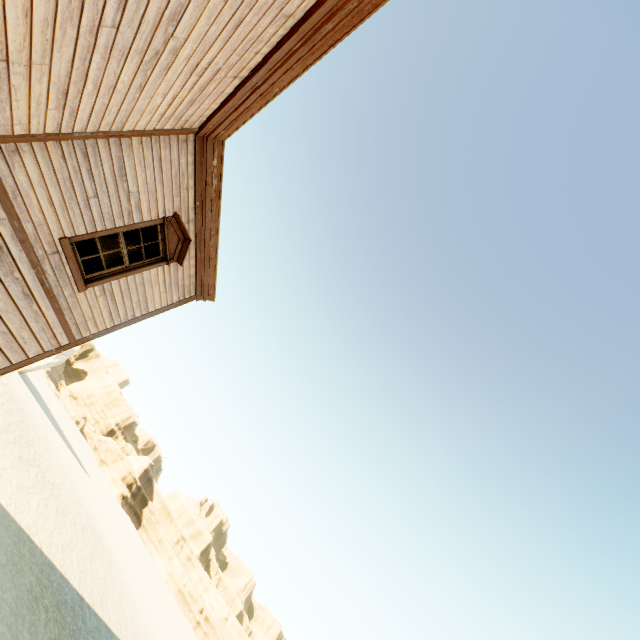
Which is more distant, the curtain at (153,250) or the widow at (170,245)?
the curtain at (153,250)

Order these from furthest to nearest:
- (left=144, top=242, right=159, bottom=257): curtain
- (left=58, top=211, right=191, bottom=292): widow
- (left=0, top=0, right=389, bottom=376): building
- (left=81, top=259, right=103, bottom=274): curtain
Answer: (left=144, top=242, right=159, bottom=257): curtain → (left=81, top=259, right=103, bottom=274): curtain → (left=58, top=211, right=191, bottom=292): widow → (left=0, top=0, right=389, bottom=376): building

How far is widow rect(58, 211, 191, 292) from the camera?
5.8m

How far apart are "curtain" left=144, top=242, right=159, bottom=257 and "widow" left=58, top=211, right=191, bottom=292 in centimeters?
3cm

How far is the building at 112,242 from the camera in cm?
892

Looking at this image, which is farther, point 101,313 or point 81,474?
point 81,474

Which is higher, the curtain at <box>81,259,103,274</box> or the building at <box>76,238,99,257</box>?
the building at <box>76,238,99,257</box>
